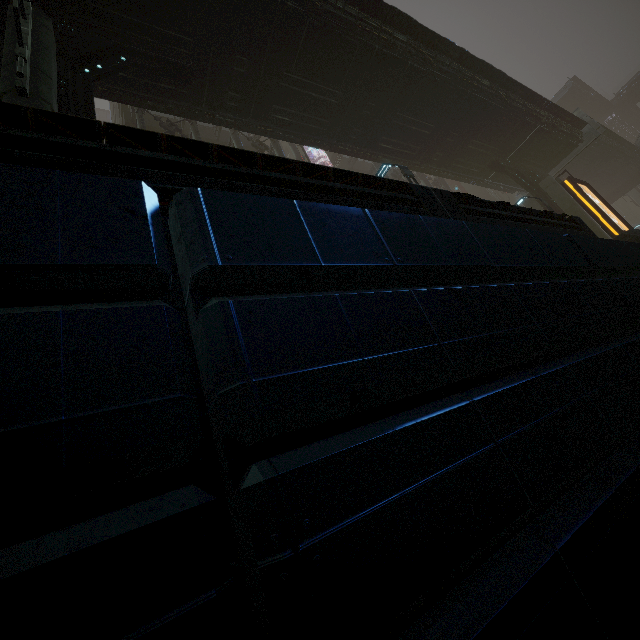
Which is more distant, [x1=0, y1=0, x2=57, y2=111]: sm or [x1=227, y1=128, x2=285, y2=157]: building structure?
[x1=227, y1=128, x2=285, y2=157]: building structure

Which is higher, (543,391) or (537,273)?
(537,273)

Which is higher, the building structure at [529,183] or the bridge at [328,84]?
the bridge at [328,84]

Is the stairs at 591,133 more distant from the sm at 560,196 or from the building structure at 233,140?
the building structure at 233,140

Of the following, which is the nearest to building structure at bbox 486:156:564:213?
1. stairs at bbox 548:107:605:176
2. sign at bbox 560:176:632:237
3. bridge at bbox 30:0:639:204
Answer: bridge at bbox 30:0:639:204

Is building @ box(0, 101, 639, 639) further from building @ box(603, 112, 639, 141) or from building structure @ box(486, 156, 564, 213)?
building @ box(603, 112, 639, 141)

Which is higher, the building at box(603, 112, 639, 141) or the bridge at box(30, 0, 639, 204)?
the building at box(603, 112, 639, 141)

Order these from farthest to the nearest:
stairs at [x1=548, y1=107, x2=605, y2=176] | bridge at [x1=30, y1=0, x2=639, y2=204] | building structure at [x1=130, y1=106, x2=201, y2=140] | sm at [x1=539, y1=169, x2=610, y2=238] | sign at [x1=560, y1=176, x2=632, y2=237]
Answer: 1. stairs at [x1=548, y1=107, x2=605, y2=176]
2. sm at [x1=539, y1=169, x2=610, y2=238]
3. building structure at [x1=130, y1=106, x2=201, y2=140]
4. sign at [x1=560, y1=176, x2=632, y2=237]
5. bridge at [x1=30, y1=0, x2=639, y2=204]
